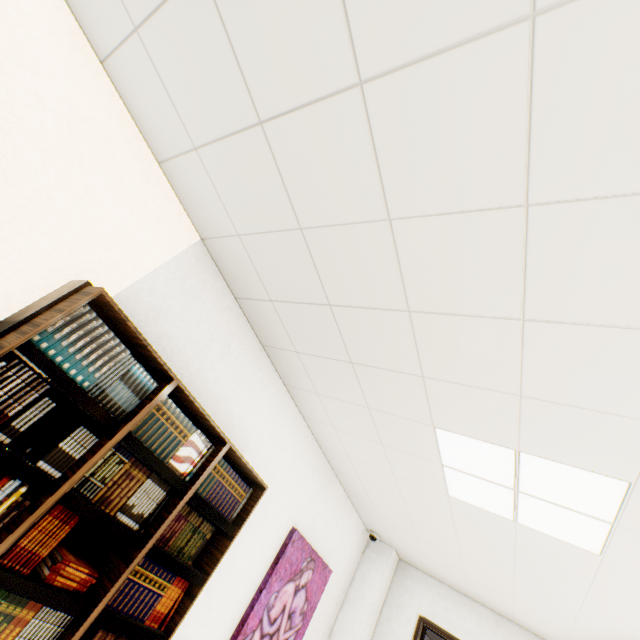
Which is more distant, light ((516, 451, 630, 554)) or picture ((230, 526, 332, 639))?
picture ((230, 526, 332, 639))

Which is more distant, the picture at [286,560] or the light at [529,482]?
the picture at [286,560]

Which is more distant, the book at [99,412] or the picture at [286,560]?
the picture at [286,560]

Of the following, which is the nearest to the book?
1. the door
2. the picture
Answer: the picture

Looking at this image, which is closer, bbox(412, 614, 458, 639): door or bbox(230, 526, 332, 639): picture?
bbox(230, 526, 332, 639): picture

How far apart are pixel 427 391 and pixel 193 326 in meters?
1.6

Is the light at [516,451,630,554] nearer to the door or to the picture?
the picture

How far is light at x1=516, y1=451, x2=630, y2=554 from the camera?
1.76m
